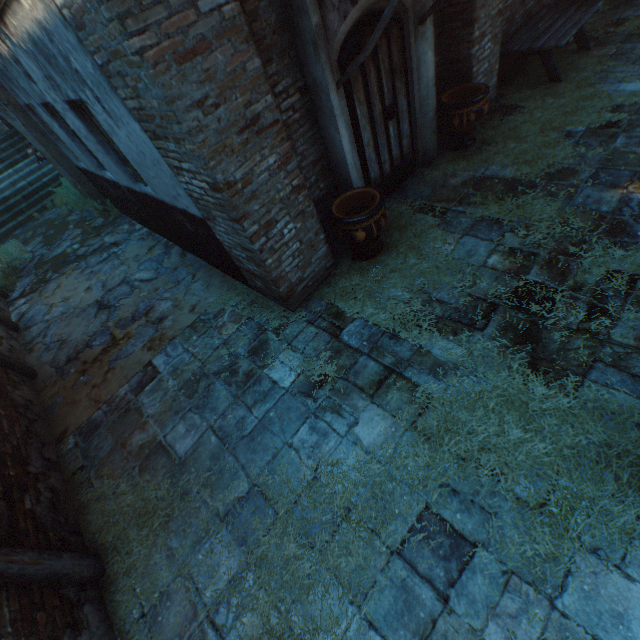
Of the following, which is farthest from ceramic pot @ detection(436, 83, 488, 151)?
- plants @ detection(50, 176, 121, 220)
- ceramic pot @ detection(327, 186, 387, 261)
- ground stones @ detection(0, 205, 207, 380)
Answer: plants @ detection(50, 176, 121, 220)

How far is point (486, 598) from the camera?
2.3 meters

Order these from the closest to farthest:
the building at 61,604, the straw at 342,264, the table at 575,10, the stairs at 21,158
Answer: the building at 61,604
the straw at 342,264
the table at 575,10
the stairs at 21,158

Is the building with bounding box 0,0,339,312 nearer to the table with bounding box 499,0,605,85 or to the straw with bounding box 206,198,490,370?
the straw with bounding box 206,198,490,370

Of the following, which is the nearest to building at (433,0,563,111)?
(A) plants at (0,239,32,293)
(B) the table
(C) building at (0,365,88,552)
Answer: (A) plants at (0,239,32,293)

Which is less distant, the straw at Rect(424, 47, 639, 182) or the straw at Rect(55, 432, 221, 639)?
the straw at Rect(55, 432, 221, 639)

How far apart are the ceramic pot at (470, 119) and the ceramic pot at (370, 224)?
2.2 meters

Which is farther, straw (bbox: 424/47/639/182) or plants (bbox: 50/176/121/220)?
plants (bbox: 50/176/121/220)
